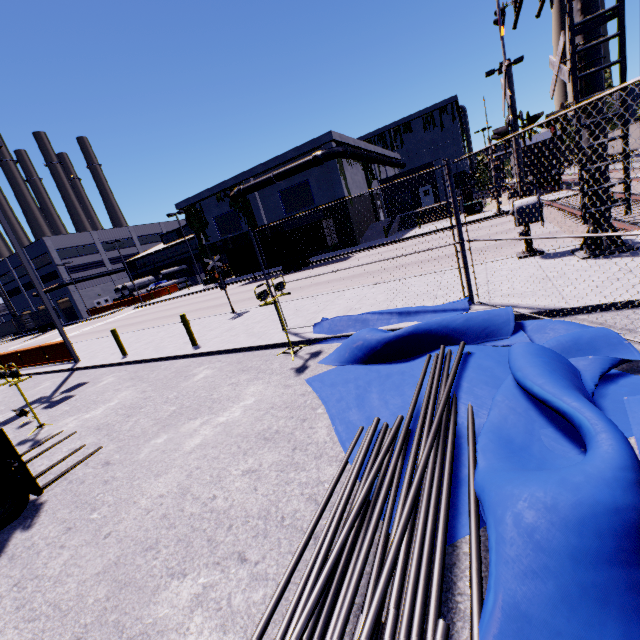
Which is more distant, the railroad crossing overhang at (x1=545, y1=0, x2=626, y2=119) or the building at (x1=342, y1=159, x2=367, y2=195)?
the building at (x1=342, y1=159, x2=367, y2=195)

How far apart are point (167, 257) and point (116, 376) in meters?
53.0

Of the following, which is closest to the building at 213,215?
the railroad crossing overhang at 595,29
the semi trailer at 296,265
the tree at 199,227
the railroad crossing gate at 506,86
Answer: the tree at 199,227

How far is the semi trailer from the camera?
28.5m

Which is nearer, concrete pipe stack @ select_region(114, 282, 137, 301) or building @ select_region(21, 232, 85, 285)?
concrete pipe stack @ select_region(114, 282, 137, 301)

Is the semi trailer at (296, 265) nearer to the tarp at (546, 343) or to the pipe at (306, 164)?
the pipe at (306, 164)

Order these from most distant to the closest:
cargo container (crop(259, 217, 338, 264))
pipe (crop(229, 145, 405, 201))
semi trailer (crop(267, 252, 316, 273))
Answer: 1. pipe (crop(229, 145, 405, 201))
2. semi trailer (crop(267, 252, 316, 273))
3. cargo container (crop(259, 217, 338, 264))

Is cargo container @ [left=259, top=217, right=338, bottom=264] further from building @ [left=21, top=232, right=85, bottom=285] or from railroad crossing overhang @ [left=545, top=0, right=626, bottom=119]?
railroad crossing overhang @ [left=545, top=0, right=626, bottom=119]
